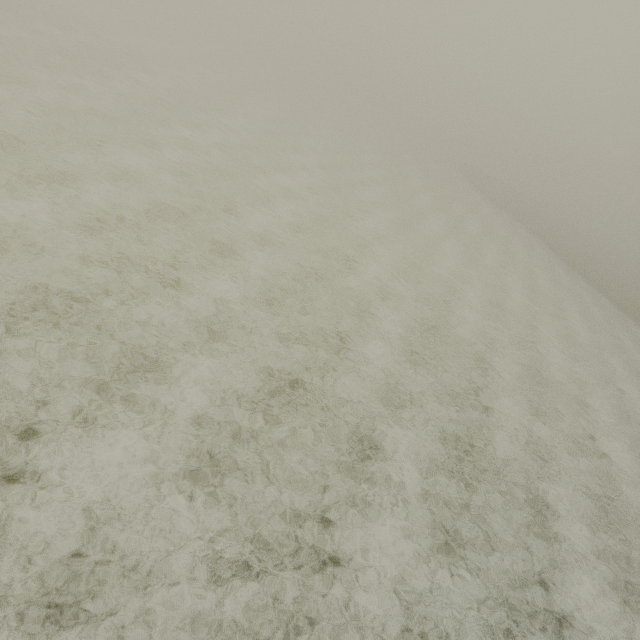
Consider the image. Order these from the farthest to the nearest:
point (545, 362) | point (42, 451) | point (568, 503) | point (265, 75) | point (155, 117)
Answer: point (265, 75) < point (155, 117) < point (545, 362) < point (568, 503) < point (42, 451)
